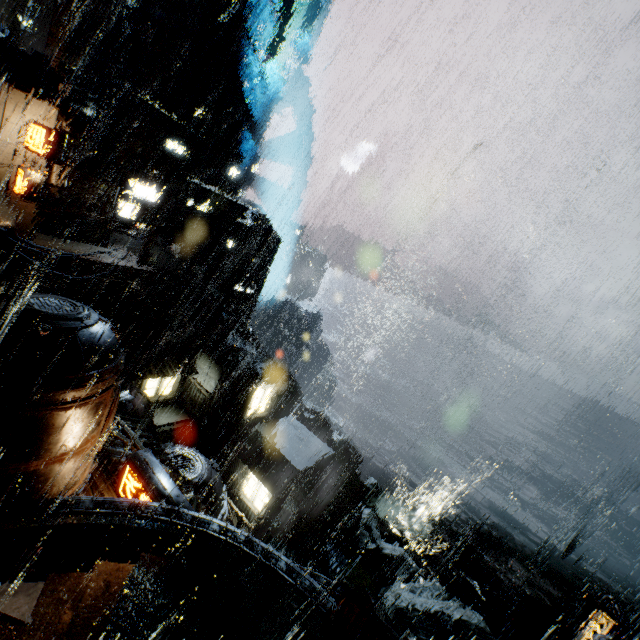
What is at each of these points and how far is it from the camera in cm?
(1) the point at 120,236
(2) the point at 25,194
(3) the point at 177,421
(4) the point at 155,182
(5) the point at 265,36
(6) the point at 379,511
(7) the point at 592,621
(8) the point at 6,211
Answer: (1) gear, 3188
(2) sign, 1864
(3) stairs, 3250
(4) building vent, 3941
(5) building, 5200
(6) rock, 5600
(7) street light, 1104
(8) cloth, 1920

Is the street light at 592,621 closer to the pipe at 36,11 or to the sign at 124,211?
the sign at 124,211

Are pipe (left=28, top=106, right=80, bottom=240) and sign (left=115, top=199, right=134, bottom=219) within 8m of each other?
yes

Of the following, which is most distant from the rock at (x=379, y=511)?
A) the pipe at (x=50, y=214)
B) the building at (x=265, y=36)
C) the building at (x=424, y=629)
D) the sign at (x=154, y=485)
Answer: the sign at (x=154, y=485)

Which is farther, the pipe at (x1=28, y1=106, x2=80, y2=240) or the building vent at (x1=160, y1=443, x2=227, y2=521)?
the pipe at (x1=28, y1=106, x2=80, y2=240)

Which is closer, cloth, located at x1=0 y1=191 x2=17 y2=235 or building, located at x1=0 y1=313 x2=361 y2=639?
building, located at x1=0 y1=313 x2=361 y2=639

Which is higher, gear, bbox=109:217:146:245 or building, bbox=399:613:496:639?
gear, bbox=109:217:146:245

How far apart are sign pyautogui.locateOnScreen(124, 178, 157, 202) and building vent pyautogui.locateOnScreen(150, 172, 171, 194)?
9.6m
